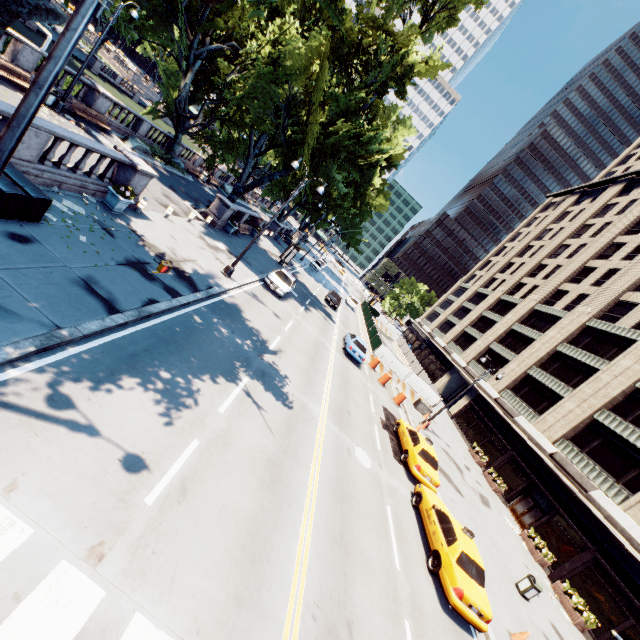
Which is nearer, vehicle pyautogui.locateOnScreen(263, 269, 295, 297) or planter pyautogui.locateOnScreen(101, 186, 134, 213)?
planter pyautogui.locateOnScreen(101, 186, 134, 213)

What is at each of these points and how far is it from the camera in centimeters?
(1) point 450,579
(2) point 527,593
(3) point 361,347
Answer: (1) vehicle, 1048cm
(2) garbage can, 1508cm
(3) vehicle, 2620cm

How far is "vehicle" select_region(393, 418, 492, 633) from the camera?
10.1m

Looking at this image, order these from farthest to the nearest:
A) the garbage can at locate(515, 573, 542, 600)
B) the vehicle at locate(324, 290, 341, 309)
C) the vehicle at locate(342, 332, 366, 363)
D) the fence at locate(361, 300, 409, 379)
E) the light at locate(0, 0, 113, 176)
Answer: the vehicle at locate(324, 290, 341, 309), the fence at locate(361, 300, 409, 379), the vehicle at locate(342, 332, 366, 363), the garbage can at locate(515, 573, 542, 600), the light at locate(0, 0, 113, 176)

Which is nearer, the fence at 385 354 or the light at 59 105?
the light at 59 105

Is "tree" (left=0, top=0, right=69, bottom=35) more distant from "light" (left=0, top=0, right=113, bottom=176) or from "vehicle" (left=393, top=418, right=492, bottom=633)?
"vehicle" (left=393, top=418, right=492, bottom=633)

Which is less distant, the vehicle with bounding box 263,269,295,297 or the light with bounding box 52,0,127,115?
the light with bounding box 52,0,127,115

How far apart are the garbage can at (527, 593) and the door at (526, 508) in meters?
10.0
